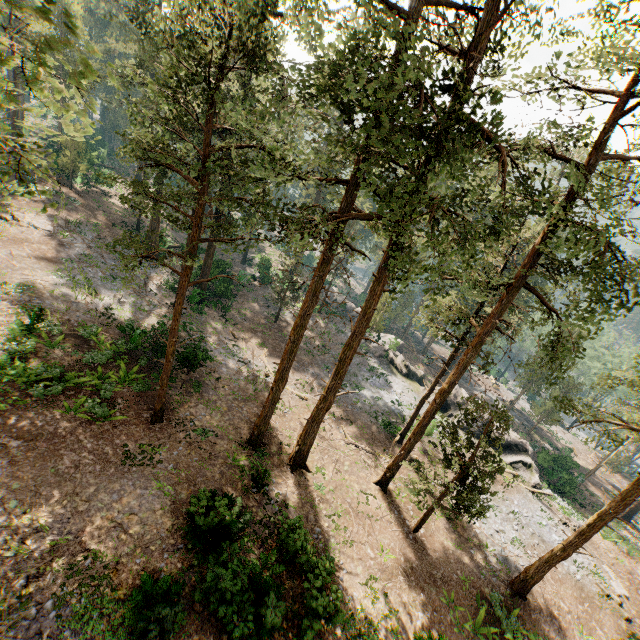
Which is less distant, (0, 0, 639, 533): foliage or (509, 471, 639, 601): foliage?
(0, 0, 639, 533): foliage

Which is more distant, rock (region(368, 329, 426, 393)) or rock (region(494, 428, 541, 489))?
rock (region(368, 329, 426, 393))

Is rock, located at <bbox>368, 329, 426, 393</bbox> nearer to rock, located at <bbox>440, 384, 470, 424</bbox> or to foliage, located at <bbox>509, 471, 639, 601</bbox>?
rock, located at <bbox>440, 384, 470, 424</bbox>

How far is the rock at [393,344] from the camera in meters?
37.2 m

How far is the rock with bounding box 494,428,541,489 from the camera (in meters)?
28.82

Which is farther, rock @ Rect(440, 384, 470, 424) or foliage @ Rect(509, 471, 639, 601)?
rock @ Rect(440, 384, 470, 424)

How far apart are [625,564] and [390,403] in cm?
2021

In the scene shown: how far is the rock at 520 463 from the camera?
28.82m
